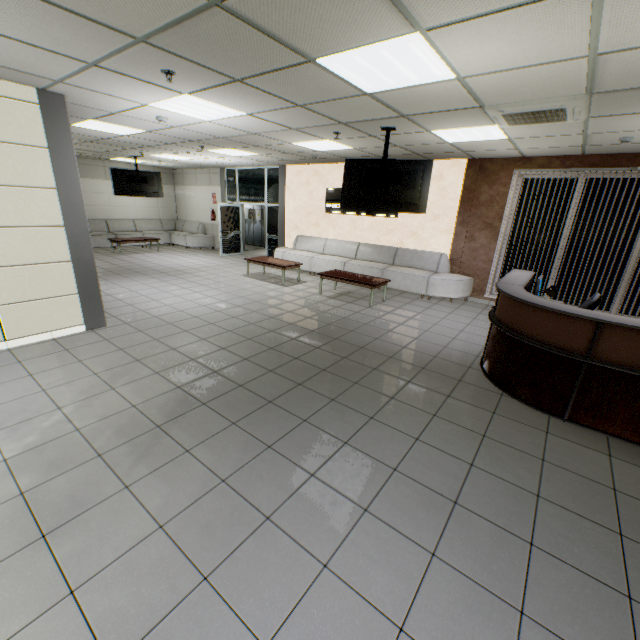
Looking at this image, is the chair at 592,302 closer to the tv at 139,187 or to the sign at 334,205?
the sign at 334,205

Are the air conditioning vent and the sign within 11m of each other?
yes

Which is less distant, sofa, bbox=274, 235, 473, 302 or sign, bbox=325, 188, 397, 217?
sofa, bbox=274, 235, 473, 302

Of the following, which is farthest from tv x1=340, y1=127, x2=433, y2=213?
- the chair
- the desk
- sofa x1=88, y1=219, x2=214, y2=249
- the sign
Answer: sofa x1=88, y1=219, x2=214, y2=249

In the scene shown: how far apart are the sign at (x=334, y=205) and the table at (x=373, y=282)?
2.2 meters

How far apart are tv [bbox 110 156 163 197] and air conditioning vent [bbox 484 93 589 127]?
10.6 meters

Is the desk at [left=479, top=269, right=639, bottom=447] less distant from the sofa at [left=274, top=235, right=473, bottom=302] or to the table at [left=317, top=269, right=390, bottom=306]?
the sofa at [left=274, top=235, right=473, bottom=302]

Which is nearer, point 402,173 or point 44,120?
point 44,120
